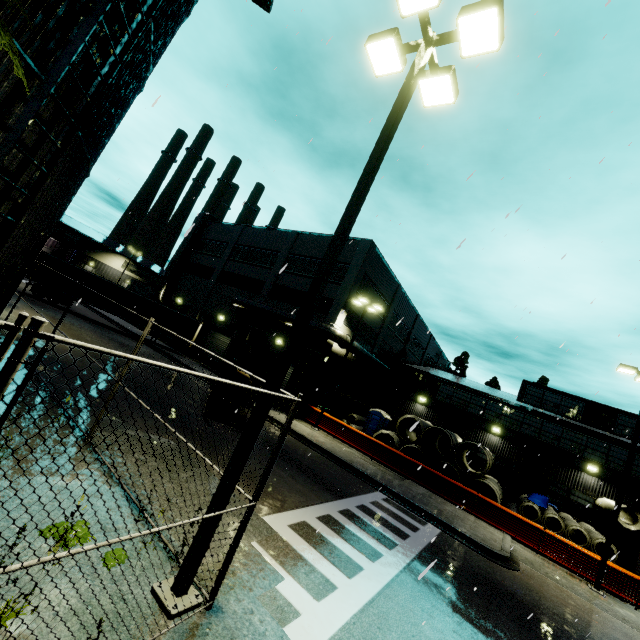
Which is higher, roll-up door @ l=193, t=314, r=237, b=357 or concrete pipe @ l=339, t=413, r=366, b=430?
roll-up door @ l=193, t=314, r=237, b=357

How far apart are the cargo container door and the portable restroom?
14.1m

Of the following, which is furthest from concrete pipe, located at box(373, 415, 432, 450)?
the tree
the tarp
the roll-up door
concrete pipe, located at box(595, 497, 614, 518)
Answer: the roll-up door

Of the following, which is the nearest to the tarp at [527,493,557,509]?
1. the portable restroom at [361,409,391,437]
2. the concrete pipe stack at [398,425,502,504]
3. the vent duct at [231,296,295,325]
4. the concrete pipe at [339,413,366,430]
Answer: the concrete pipe stack at [398,425,502,504]

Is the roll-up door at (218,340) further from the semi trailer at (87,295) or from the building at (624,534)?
the semi trailer at (87,295)

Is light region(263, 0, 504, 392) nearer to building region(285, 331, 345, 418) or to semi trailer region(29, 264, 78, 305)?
semi trailer region(29, 264, 78, 305)

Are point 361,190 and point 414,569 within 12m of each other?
yes

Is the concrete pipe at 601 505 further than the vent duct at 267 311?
No
